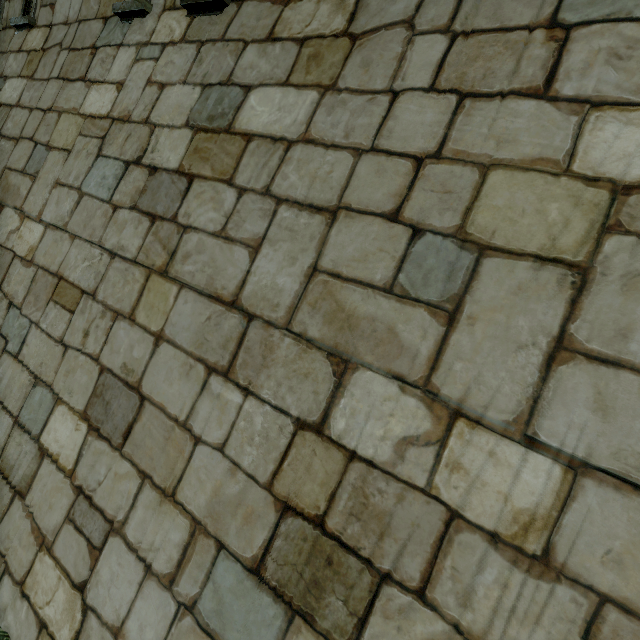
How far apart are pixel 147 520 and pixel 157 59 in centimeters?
342cm
